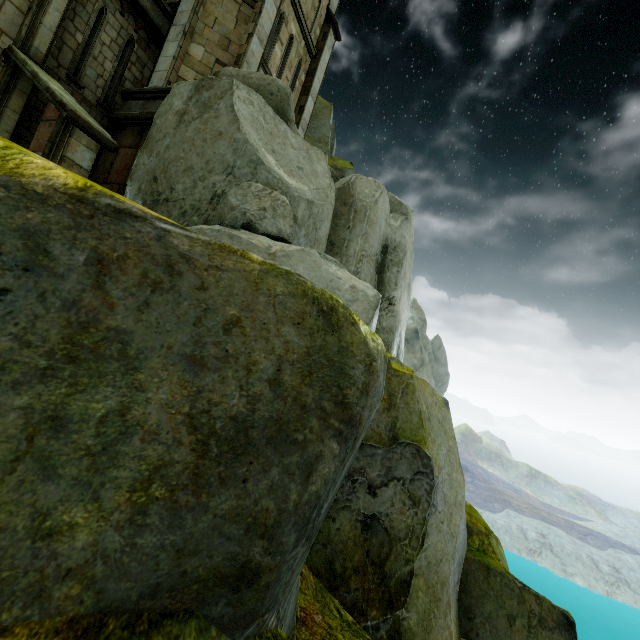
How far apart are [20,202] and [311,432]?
1.1 meters

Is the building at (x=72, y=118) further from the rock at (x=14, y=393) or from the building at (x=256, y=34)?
the building at (x=256, y=34)

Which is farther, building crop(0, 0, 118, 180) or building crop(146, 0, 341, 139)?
building crop(146, 0, 341, 139)

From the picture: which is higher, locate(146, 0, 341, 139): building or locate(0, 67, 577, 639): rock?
locate(146, 0, 341, 139): building

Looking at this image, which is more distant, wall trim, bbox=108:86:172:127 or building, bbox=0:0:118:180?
wall trim, bbox=108:86:172:127

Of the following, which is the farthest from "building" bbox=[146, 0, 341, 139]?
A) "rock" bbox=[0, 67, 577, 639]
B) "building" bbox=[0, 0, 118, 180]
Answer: "building" bbox=[0, 0, 118, 180]

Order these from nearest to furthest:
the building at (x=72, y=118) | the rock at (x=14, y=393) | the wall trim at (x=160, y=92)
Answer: the rock at (x=14, y=393) < the building at (x=72, y=118) < the wall trim at (x=160, y=92)

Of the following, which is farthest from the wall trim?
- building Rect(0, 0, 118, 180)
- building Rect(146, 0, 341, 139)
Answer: building Rect(0, 0, 118, 180)
